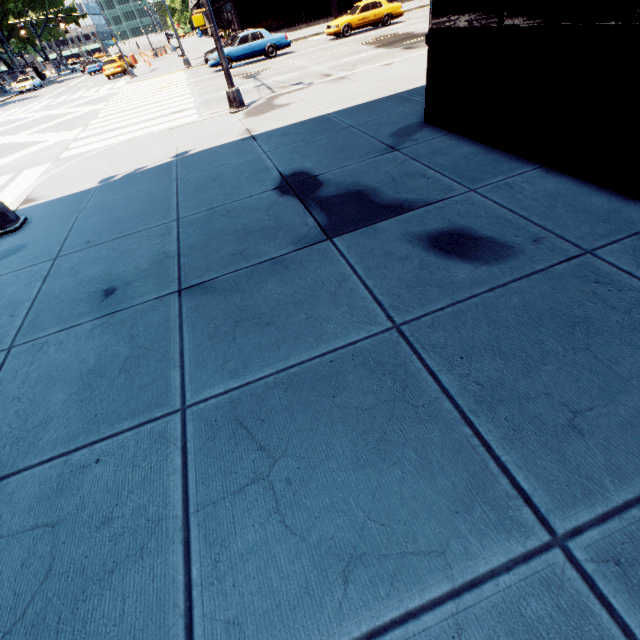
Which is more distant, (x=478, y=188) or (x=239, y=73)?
(x=239, y=73)

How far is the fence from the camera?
44.28m

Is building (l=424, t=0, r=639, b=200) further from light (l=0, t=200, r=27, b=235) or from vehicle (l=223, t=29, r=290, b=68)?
vehicle (l=223, t=29, r=290, b=68)

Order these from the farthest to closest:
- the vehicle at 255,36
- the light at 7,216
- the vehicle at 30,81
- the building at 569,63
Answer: the vehicle at 30,81, the vehicle at 255,36, the light at 7,216, the building at 569,63

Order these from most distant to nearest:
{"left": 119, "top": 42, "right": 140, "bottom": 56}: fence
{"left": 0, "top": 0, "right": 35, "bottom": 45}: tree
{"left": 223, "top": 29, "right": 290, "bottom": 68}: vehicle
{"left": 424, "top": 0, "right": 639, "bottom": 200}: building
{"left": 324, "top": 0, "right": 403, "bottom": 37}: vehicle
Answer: {"left": 0, "top": 0, "right": 35, "bottom": 45}: tree → {"left": 119, "top": 42, "right": 140, "bottom": 56}: fence → {"left": 324, "top": 0, "right": 403, "bottom": 37}: vehicle → {"left": 223, "top": 29, "right": 290, "bottom": 68}: vehicle → {"left": 424, "top": 0, "right": 639, "bottom": 200}: building

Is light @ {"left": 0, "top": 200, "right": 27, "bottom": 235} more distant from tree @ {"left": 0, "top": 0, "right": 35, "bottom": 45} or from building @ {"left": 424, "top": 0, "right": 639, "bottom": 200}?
tree @ {"left": 0, "top": 0, "right": 35, "bottom": 45}

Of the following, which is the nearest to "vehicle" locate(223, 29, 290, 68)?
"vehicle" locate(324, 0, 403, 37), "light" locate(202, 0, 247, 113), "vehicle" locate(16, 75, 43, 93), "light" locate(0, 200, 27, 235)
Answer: "vehicle" locate(324, 0, 403, 37)

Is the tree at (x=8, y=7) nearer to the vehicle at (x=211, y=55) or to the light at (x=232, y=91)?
the vehicle at (x=211, y=55)
